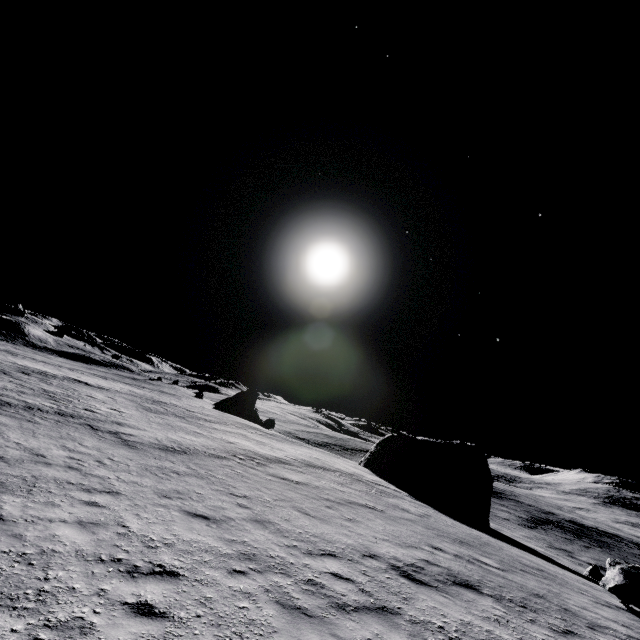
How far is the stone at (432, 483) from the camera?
27.9m

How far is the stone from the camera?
27.9 meters

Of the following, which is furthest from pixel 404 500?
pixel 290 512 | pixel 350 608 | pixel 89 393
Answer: pixel 89 393
